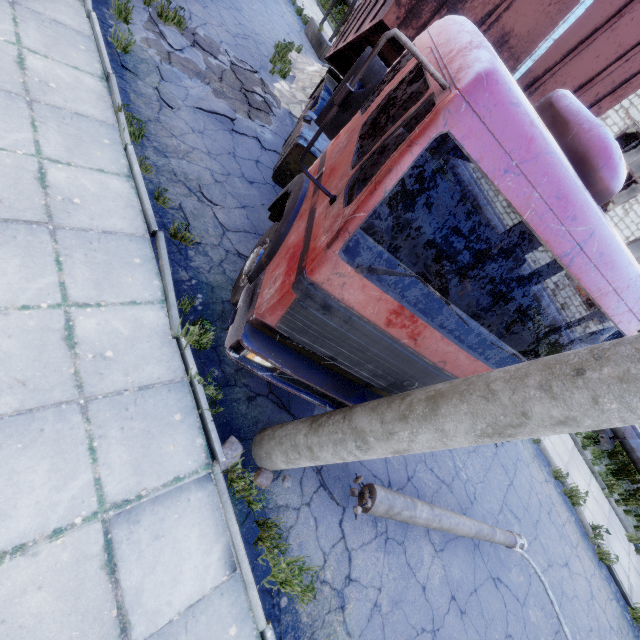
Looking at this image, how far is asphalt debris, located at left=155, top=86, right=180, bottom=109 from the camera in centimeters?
561cm

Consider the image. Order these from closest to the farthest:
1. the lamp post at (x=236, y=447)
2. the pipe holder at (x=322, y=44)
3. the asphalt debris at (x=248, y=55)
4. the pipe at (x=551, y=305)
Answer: the lamp post at (x=236, y=447)
the asphalt debris at (x=248, y=55)
the pipe holder at (x=322, y=44)
the pipe at (x=551, y=305)

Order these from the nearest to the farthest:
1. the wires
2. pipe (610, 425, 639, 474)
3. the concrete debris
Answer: the concrete debris
pipe (610, 425, 639, 474)
the wires

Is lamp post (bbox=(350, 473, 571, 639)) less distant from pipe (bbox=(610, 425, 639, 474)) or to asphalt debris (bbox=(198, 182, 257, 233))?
asphalt debris (bbox=(198, 182, 257, 233))

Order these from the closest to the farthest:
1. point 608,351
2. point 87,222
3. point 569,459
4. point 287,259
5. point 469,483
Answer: point 608,351, point 287,259, point 87,222, point 469,483, point 569,459

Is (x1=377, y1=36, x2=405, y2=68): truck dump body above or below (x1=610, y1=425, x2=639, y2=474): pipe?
above

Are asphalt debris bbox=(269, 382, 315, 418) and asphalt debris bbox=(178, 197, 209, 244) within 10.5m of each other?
yes

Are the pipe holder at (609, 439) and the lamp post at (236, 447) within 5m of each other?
no
